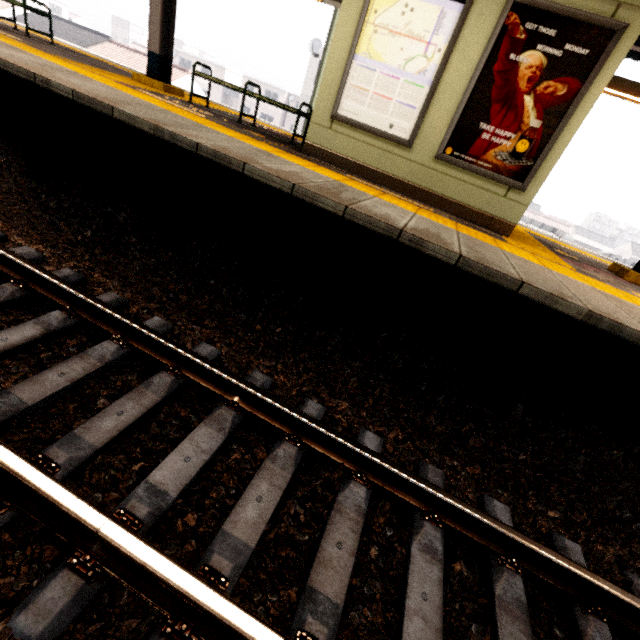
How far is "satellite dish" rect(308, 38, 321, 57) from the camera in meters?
21.6 m

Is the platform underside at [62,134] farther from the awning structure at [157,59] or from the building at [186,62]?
the building at [186,62]

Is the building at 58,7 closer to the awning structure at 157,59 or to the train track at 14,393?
the train track at 14,393

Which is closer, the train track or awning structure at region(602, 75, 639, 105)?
the train track

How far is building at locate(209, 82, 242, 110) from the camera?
49.06m

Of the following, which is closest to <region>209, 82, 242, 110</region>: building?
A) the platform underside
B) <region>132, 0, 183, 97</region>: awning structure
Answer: <region>132, 0, 183, 97</region>: awning structure

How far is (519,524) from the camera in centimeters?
228cm

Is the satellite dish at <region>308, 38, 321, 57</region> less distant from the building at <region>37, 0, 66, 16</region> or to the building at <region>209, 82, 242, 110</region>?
the building at <region>209, 82, 242, 110</region>
